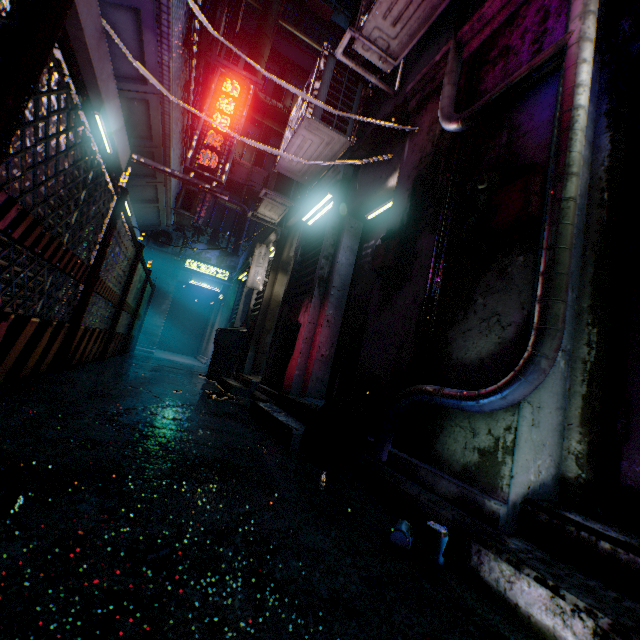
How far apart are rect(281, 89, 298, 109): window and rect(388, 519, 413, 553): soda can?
15.4m

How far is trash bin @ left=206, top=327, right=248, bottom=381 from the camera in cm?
571

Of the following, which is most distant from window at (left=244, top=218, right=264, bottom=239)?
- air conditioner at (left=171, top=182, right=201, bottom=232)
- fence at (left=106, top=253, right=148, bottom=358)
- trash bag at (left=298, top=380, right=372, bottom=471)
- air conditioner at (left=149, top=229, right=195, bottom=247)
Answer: trash bag at (left=298, top=380, right=372, bottom=471)

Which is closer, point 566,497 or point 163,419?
point 566,497

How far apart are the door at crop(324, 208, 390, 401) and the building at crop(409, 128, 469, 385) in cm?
78

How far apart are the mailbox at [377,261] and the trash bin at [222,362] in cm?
392

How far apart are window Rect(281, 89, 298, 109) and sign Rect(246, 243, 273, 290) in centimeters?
1030cm

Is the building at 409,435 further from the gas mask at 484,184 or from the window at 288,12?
the window at 288,12
